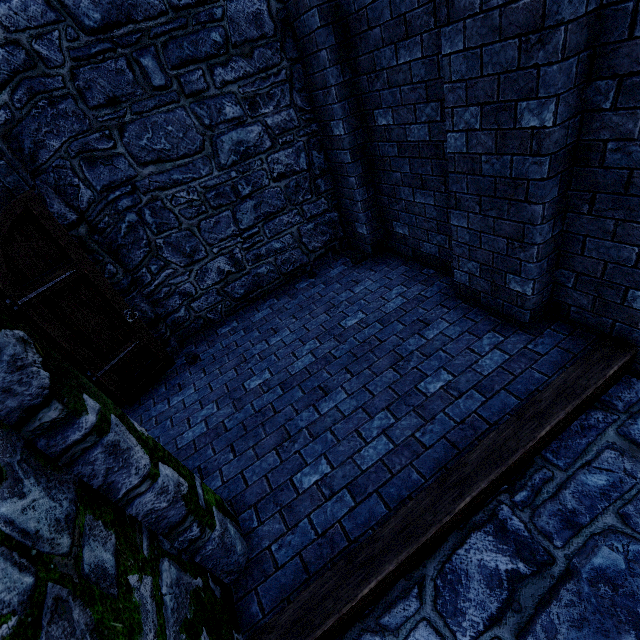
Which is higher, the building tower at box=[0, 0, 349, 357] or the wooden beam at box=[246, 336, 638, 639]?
the building tower at box=[0, 0, 349, 357]

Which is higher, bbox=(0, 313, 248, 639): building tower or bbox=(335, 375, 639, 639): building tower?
bbox=(0, 313, 248, 639): building tower

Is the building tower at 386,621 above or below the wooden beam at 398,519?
below

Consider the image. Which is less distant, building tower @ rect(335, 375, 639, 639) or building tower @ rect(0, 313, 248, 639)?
building tower @ rect(0, 313, 248, 639)

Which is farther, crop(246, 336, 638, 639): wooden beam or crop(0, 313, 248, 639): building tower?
crop(246, 336, 638, 639): wooden beam

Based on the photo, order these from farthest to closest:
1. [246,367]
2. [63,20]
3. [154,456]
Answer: [246,367], [63,20], [154,456]
